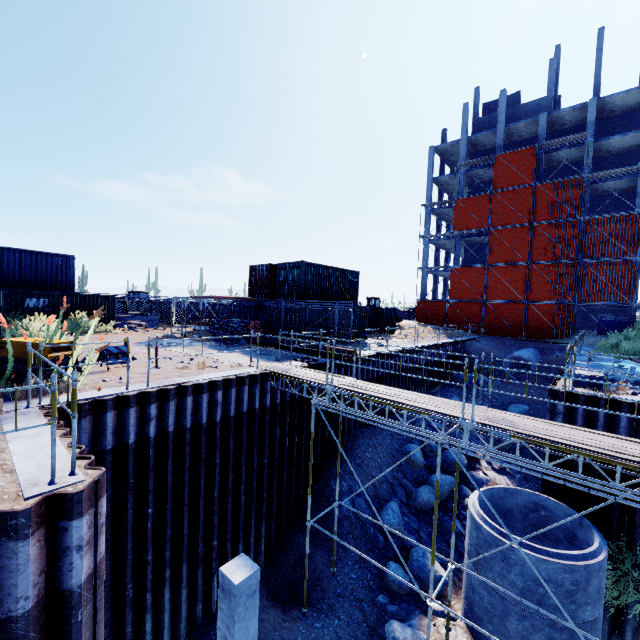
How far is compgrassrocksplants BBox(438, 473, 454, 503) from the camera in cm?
1516

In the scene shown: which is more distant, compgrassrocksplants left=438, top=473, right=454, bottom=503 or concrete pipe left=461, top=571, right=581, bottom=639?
compgrassrocksplants left=438, top=473, right=454, bottom=503

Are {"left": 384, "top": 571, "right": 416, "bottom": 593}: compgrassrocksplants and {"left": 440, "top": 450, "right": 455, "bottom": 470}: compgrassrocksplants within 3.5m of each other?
no

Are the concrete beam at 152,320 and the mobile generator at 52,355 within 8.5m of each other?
no

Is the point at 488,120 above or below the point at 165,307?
above

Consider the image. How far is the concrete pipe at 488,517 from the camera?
8.80m

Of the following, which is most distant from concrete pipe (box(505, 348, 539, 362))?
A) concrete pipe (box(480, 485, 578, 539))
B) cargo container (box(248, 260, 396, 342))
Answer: concrete pipe (box(480, 485, 578, 539))

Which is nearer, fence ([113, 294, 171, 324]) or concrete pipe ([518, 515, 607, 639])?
concrete pipe ([518, 515, 607, 639])
